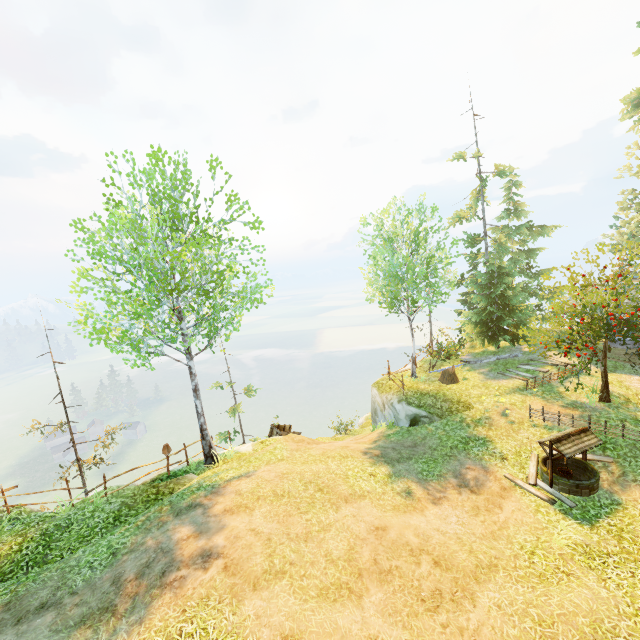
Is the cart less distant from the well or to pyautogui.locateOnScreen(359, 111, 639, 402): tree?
the well

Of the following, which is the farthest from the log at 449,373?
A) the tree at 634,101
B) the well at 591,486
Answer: the tree at 634,101

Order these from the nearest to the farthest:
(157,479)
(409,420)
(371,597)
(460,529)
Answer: (371,597), (460,529), (157,479), (409,420)

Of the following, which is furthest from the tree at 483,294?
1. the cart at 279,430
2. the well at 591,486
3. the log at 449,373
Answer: the cart at 279,430

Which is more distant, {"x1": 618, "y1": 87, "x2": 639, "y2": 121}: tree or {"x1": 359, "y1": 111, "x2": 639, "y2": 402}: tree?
{"x1": 618, "y1": 87, "x2": 639, "y2": 121}: tree

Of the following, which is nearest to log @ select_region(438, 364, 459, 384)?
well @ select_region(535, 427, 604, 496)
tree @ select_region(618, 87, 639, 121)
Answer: well @ select_region(535, 427, 604, 496)

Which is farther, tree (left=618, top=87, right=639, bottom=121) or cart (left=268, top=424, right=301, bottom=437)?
tree (left=618, top=87, right=639, bottom=121)

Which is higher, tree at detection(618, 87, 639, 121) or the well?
tree at detection(618, 87, 639, 121)
